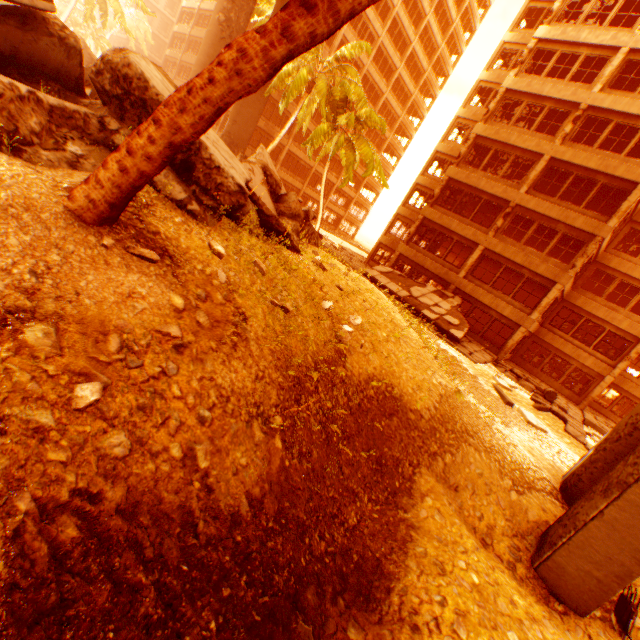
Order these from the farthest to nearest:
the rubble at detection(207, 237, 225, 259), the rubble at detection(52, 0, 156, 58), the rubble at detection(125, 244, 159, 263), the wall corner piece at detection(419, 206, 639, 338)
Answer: the rubble at detection(52, 0, 156, 58), the wall corner piece at detection(419, 206, 639, 338), the rubble at detection(207, 237, 225, 259), the rubble at detection(125, 244, 159, 263)

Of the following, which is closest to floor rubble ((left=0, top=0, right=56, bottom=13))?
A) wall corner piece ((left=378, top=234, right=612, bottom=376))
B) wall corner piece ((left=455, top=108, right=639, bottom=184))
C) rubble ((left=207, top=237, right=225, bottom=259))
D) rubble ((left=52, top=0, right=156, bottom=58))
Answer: rubble ((left=52, top=0, right=156, bottom=58))

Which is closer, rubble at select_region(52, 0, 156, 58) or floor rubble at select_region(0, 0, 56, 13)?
floor rubble at select_region(0, 0, 56, 13)

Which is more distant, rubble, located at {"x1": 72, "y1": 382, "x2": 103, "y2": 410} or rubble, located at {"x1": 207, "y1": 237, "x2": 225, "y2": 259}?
rubble, located at {"x1": 207, "y1": 237, "x2": 225, "y2": 259}

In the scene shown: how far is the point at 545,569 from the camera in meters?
6.9 m

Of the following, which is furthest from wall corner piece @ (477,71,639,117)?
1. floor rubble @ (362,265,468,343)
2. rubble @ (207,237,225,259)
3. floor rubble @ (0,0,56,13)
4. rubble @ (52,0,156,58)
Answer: floor rubble @ (0,0,56,13)

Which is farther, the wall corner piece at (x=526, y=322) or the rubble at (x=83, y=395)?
the wall corner piece at (x=526, y=322)

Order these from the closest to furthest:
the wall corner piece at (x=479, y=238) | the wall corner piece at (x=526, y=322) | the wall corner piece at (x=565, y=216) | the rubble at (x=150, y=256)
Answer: the rubble at (x=150, y=256)
the wall corner piece at (x=565, y=216)
the wall corner piece at (x=479, y=238)
the wall corner piece at (x=526, y=322)
